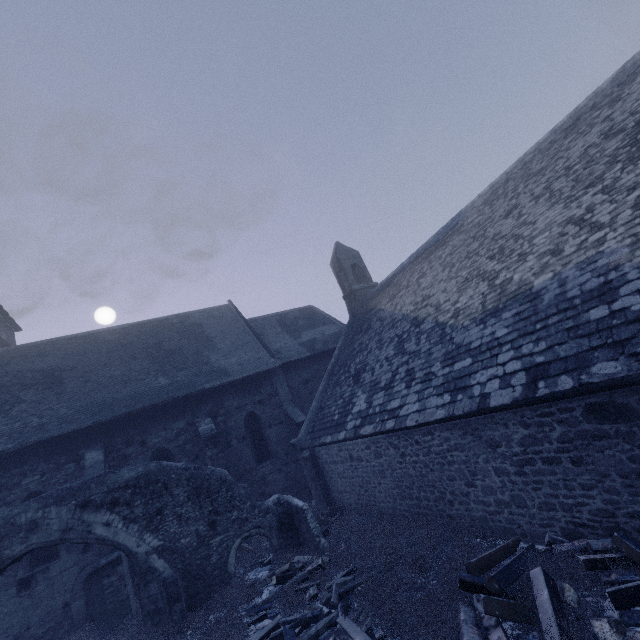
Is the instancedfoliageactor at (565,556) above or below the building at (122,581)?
below

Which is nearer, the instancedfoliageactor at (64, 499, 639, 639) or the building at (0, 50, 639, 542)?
the instancedfoliageactor at (64, 499, 639, 639)

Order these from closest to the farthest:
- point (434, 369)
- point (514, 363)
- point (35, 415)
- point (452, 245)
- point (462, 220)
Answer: point (514, 363) < point (434, 369) < point (452, 245) < point (462, 220) < point (35, 415)

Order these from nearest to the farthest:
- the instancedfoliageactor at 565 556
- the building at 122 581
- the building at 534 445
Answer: the instancedfoliageactor at 565 556, the building at 534 445, the building at 122 581

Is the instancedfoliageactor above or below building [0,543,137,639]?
below

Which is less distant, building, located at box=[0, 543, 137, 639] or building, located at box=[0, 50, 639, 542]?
building, located at box=[0, 50, 639, 542]
